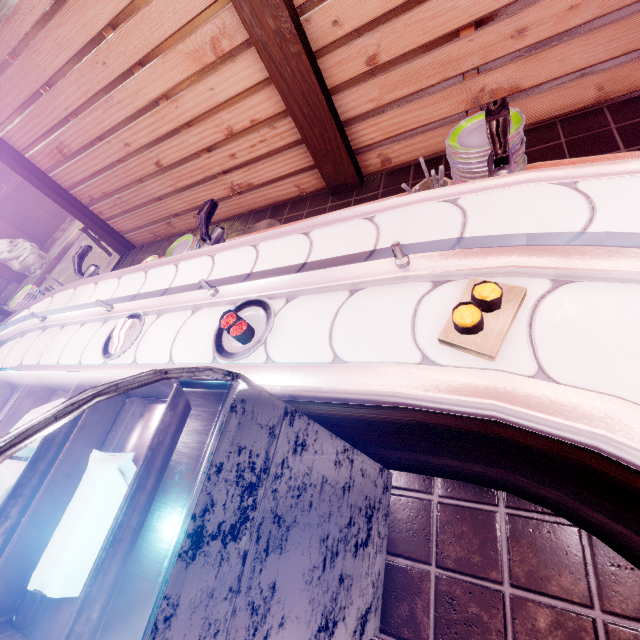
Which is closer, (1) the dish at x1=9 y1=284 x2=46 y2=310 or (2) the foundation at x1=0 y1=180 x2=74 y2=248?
(1) the dish at x1=9 y1=284 x2=46 y2=310

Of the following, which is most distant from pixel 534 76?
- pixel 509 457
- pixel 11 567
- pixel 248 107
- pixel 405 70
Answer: pixel 11 567

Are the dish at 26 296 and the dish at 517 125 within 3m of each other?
no

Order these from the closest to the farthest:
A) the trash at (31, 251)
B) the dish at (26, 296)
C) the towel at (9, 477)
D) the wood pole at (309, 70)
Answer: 1. the towel at (9, 477)
2. the wood pole at (309, 70)
3. the dish at (26, 296)
4. the trash at (31, 251)

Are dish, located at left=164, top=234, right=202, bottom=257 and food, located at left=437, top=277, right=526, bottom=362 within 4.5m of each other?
yes

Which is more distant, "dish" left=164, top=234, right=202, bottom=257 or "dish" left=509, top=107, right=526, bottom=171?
"dish" left=164, top=234, right=202, bottom=257

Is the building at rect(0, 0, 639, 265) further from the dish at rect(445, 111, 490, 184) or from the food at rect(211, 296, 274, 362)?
the food at rect(211, 296, 274, 362)

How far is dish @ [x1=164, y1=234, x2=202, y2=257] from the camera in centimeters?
429cm
